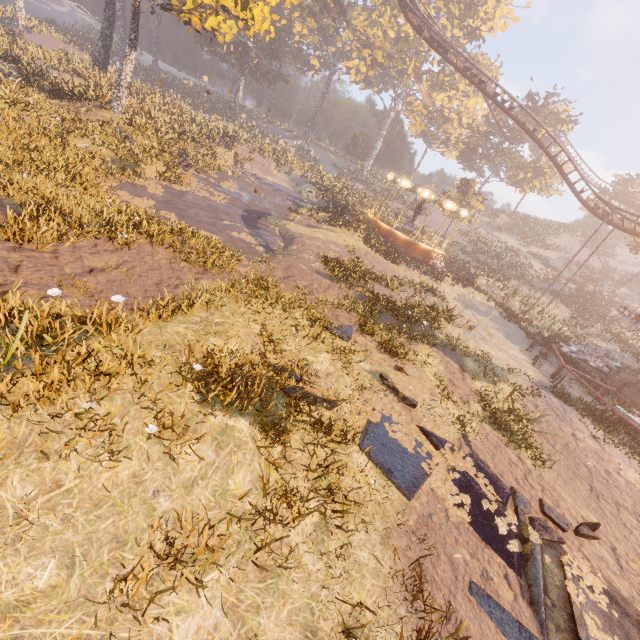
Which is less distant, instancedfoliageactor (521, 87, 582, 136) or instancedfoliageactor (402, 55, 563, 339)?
instancedfoliageactor (402, 55, 563, 339)

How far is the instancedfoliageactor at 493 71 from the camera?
50.59m

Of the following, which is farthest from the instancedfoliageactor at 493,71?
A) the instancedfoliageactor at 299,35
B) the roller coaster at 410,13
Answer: the instancedfoliageactor at 299,35

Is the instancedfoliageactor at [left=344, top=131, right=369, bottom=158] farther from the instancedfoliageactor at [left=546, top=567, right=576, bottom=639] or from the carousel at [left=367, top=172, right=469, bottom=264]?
the instancedfoliageactor at [left=546, top=567, right=576, bottom=639]

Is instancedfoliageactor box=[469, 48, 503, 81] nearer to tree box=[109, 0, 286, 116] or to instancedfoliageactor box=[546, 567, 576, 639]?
tree box=[109, 0, 286, 116]

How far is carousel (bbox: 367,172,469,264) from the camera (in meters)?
24.97

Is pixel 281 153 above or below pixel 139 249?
above

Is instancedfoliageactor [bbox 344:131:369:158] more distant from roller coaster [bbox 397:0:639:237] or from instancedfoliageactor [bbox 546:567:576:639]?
instancedfoliageactor [bbox 546:567:576:639]
